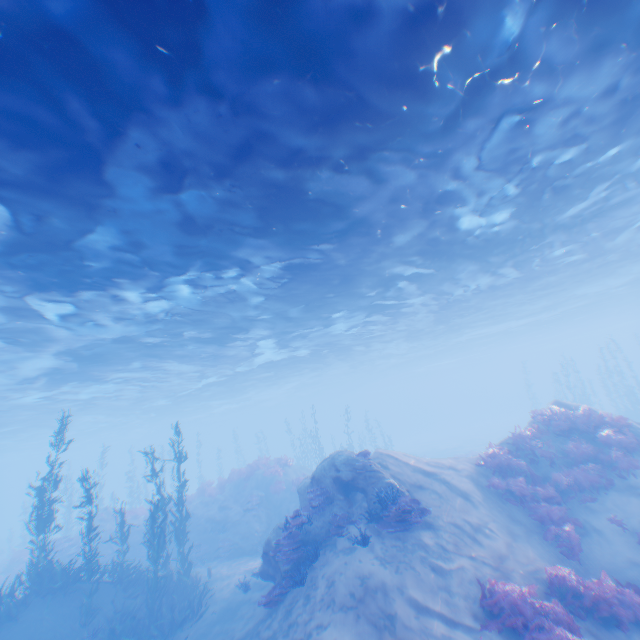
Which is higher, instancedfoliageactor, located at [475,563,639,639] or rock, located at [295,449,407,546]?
rock, located at [295,449,407,546]

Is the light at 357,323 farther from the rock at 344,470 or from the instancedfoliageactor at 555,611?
the instancedfoliageactor at 555,611

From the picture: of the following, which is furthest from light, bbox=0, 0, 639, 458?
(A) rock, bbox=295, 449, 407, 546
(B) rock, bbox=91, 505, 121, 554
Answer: (B) rock, bbox=91, 505, 121, 554

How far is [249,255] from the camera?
12.5 meters

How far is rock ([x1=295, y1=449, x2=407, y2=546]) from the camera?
11.2m

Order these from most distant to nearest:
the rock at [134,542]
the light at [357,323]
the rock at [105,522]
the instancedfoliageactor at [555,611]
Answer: the rock at [134,542] < the rock at [105,522] < the instancedfoliageactor at [555,611] < the light at [357,323]

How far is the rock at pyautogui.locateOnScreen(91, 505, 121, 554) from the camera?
20.9m
